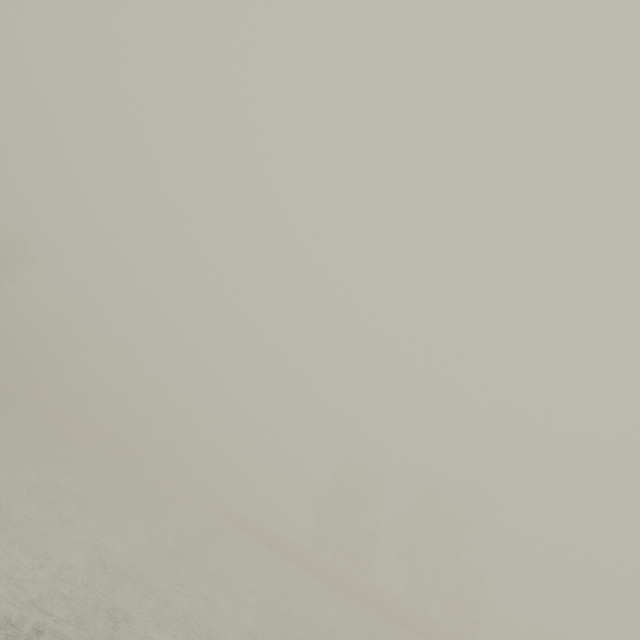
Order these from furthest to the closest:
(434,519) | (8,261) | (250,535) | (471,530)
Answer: (434,519)
(471,530)
(8,261)
(250,535)
